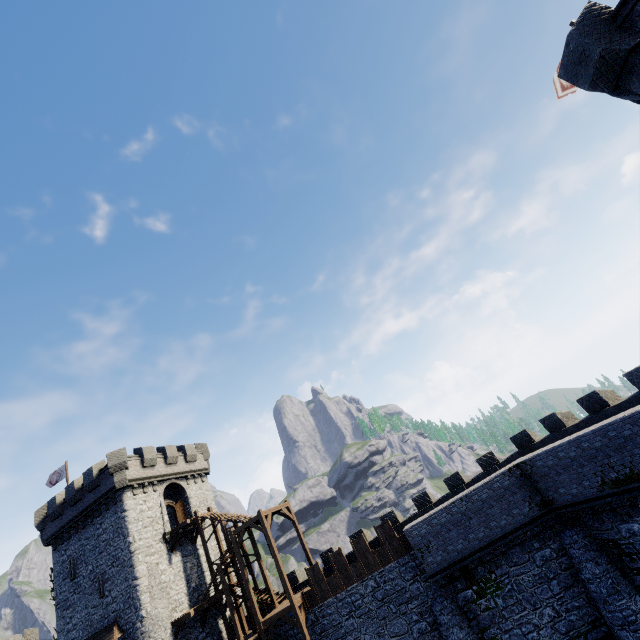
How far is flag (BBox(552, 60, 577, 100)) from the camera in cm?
1563

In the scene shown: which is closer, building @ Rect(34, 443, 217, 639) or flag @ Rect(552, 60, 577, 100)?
flag @ Rect(552, 60, 577, 100)

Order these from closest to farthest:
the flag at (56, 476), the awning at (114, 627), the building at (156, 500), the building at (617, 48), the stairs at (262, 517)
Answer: the building at (617, 48) < the stairs at (262, 517) < the awning at (114, 627) < the building at (156, 500) < the flag at (56, 476)

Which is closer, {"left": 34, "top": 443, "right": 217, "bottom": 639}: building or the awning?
the awning

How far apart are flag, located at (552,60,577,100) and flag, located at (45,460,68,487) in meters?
49.0

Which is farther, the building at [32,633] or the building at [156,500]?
the building at [32,633]

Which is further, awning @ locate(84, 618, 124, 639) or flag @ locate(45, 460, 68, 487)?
flag @ locate(45, 460, 68, 487)

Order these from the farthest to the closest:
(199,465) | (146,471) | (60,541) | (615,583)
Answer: (199,465), (146,471), (60,541), (615,583)
